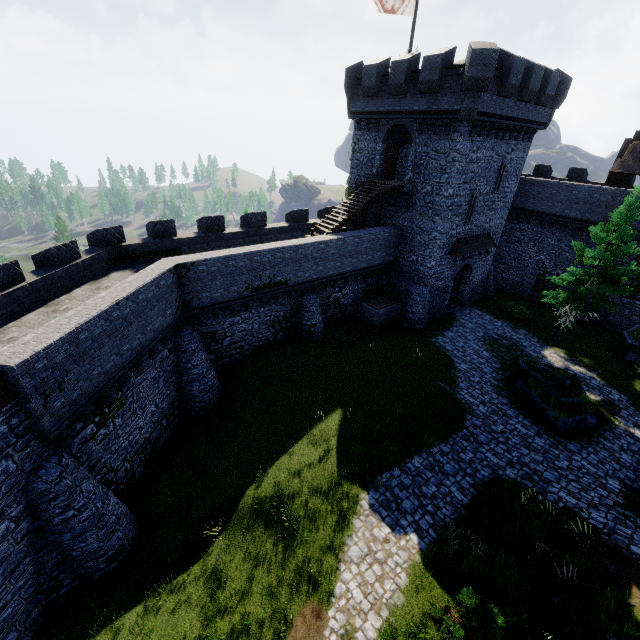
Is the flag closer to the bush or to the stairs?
the stairs

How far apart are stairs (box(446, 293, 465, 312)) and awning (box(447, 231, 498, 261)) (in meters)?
4.40

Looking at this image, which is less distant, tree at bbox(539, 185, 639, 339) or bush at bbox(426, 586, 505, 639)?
bush at bbox(426, 586, 505, 639)

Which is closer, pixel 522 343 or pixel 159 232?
pixel 159 232

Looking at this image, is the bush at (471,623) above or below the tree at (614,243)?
below

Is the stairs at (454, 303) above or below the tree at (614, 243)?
below

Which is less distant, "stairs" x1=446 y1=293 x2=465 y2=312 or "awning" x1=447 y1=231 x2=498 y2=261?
"awning" x1=447 y1=231 x2=498 y2=261

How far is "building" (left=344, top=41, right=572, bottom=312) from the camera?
18.41m
